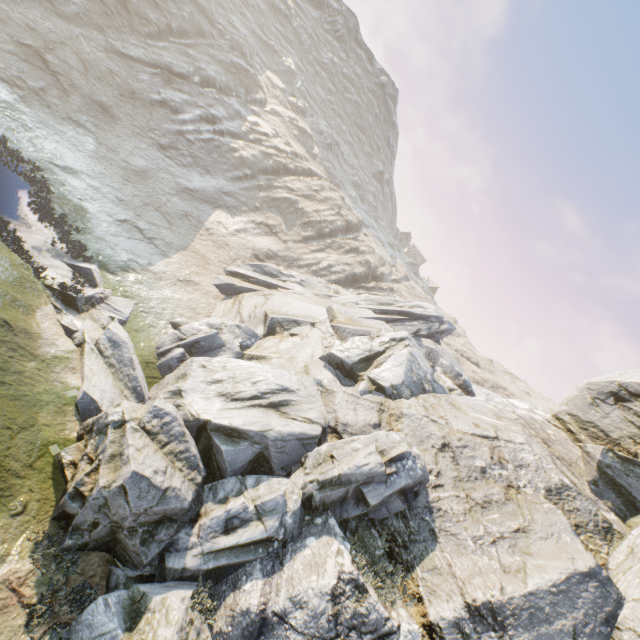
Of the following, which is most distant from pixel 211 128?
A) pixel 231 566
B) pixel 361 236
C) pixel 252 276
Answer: pixel 231 566
